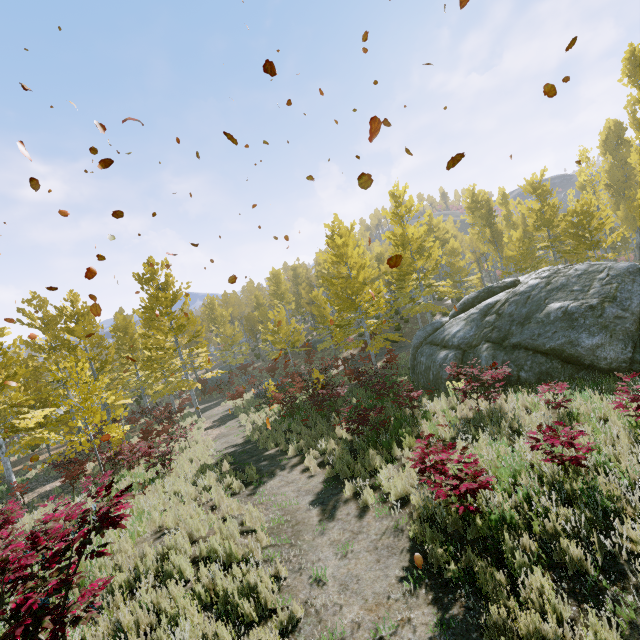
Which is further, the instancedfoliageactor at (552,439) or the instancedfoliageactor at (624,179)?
the instancedfoliageactor at (552,439)

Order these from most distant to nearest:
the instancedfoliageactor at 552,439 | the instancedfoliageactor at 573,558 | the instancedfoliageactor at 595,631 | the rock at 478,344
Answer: the rock at 478,344 < the instancedfoliageactor at 552,439 < the instancedfoliageactor at 573,558 < the instancedfoliageactor at 595,631

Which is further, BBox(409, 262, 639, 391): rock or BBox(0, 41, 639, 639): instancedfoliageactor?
BBox(409, 262, 639, 391): rock

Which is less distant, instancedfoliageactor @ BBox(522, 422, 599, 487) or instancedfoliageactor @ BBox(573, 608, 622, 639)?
instancedfoliageactor @ BBox(573, 608, 622, 639)

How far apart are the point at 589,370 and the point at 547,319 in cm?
203

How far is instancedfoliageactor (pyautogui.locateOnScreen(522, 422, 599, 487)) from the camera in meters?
4.9 m

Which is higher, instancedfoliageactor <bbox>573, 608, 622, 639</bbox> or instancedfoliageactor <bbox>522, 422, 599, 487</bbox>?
instancedfoliageactor <bbox>522, 422, 599, 487</bbox>
